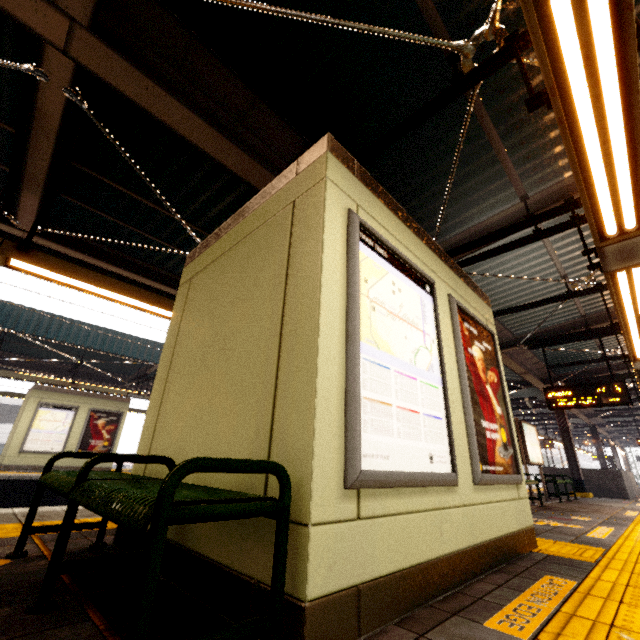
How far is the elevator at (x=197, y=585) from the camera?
1.49m

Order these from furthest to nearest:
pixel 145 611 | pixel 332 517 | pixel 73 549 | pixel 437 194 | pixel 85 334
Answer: pixel 85 334, pixel 437 194, pixel 73 549, pixel 332 517, pixel 145 611

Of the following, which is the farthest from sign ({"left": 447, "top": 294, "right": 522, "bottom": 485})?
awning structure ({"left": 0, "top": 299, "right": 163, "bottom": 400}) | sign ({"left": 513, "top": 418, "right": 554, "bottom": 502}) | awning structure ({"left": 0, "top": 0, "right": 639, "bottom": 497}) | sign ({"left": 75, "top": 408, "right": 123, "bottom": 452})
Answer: sign ({"left": 75, "top": 408, "right": 123, "bottom": 452})

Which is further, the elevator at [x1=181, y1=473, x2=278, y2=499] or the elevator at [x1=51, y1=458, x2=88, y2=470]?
the elevator at [x1=51, y1=458, x2=88, y2=470]

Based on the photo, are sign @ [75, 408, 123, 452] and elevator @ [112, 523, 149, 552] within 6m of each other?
no

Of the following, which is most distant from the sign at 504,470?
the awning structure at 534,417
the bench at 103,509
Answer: the bench at 103,509

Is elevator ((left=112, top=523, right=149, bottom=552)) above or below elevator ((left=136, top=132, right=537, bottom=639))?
below

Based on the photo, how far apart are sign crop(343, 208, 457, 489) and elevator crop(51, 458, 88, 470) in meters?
15.0
